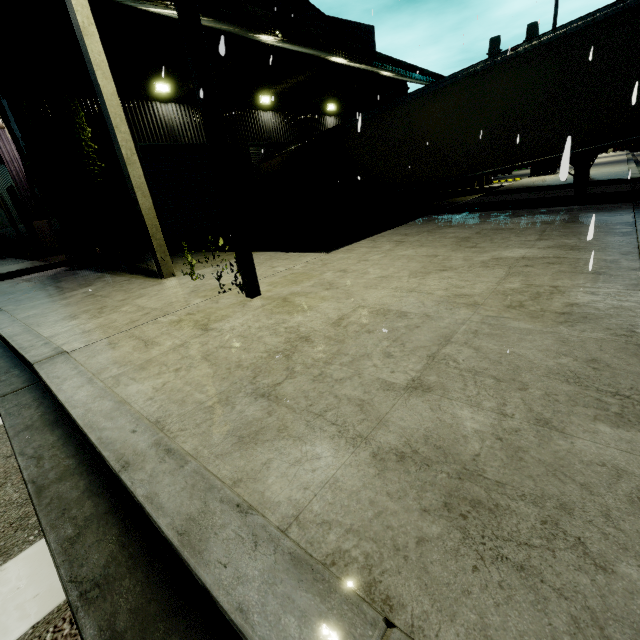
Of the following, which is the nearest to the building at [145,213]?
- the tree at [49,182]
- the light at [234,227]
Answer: the tree at [49,182]

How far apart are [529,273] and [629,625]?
3.9m

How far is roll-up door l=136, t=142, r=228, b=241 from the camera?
12.2m

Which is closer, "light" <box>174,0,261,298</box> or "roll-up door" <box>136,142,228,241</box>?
"light" <box>174,0,261,298</box>

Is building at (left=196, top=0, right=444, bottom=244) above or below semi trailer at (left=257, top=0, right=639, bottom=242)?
above

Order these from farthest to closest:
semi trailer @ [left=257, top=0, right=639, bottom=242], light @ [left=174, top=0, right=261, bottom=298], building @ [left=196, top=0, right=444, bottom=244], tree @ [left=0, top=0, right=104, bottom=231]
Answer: building @ [left=196, top=0, right=444, bottom=244] < tree @ [left=0, top=0, right=104, bottom=231] < semi trailer @ [left=257, top=0, right=639, bottom=242] < light @ [left=174, top=0, right=261, bottom=298]

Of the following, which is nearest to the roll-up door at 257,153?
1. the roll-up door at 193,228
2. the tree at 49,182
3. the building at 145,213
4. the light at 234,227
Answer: the building at 145,213

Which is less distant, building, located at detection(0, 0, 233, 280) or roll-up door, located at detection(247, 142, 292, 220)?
building, located at detection(0, 0, 233, 280)
